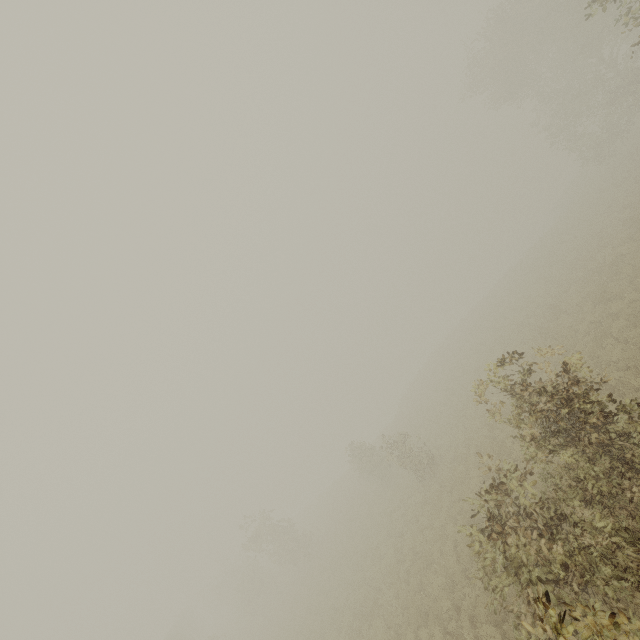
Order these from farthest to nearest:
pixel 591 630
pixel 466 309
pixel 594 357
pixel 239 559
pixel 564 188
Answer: pixel 466 309
pixel 564 188
pixel 239 559
pixel 594 357
pixel 591 630
